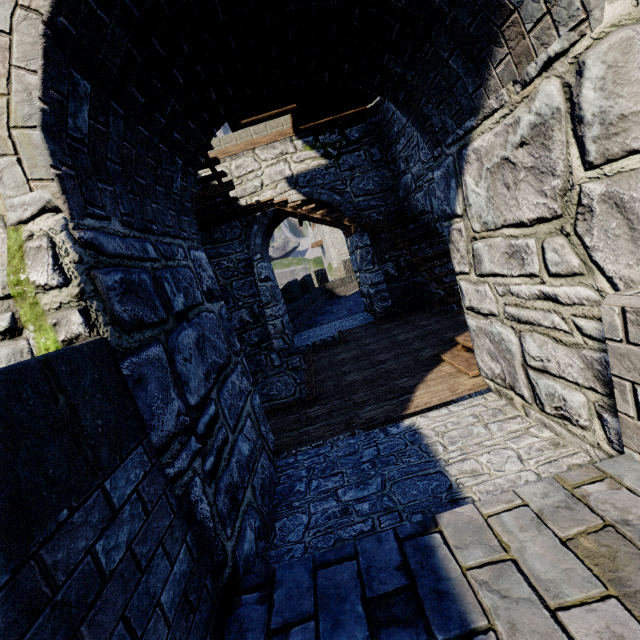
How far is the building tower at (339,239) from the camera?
43.88m

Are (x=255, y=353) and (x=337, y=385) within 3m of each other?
no

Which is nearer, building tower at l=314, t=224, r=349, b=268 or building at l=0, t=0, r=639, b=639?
building at l=0, t=0, r=639, b=639

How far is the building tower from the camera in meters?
43.9 m

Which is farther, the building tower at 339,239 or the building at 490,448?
the building tower at 339,239
